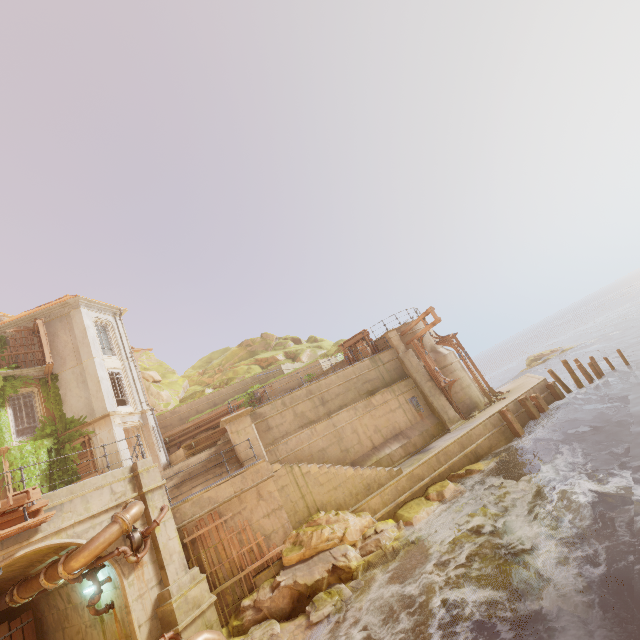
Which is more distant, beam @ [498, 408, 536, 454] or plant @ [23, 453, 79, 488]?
plant @ [23, 453, 79, 488]

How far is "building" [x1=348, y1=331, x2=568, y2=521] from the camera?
13.87m

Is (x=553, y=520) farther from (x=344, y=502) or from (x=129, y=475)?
(x=129, y=475)

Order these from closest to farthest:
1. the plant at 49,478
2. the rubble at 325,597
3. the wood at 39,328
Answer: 1. the rubble at 325,597
2. the plant at 49,478
3. the wood at 39,328

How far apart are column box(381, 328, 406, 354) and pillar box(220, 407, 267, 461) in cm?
978

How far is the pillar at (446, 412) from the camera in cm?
1875

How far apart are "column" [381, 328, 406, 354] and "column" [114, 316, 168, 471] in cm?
1637

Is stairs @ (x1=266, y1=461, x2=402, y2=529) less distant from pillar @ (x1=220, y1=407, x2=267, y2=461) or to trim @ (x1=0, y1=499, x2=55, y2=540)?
pillar @ (x1=220, y1=407, x2=267, y2=461)
